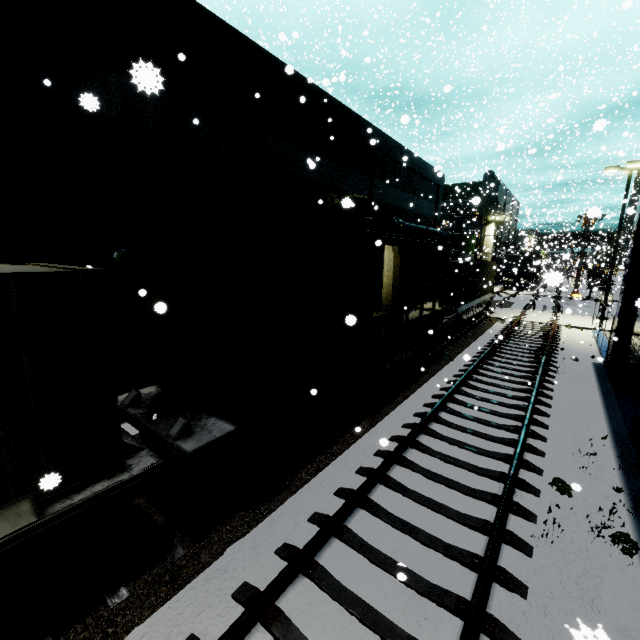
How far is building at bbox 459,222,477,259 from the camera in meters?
41.3 m

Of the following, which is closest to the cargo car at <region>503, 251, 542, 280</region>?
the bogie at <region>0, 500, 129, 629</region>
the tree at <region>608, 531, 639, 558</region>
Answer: the bogie at <region>0, 500, 129, 629</region>

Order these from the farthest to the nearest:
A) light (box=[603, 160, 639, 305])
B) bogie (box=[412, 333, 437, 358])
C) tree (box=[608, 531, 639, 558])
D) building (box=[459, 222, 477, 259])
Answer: building (box=[459, 222, 477, 259]) → light (box=[603, 160, 639, 305]) → bogie (box=[412, 333, 437, 358]) → tree (box=[608, 531, 639, 558])

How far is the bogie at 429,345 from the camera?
13.0m

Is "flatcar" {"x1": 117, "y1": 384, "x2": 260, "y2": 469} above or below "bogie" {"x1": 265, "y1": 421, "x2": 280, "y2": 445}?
above

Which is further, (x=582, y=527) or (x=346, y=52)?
(x=346, y=52)

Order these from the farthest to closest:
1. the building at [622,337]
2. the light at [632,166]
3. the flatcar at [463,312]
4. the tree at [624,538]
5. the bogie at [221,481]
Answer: the light at [632,166] → the flatcar at [463,312] → the building at [622,337] → the bogie at [221,481] → the tree at [624,538]

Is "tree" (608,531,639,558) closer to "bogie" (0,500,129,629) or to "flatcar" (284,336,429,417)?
"flatcar" (284,336,429,417)
